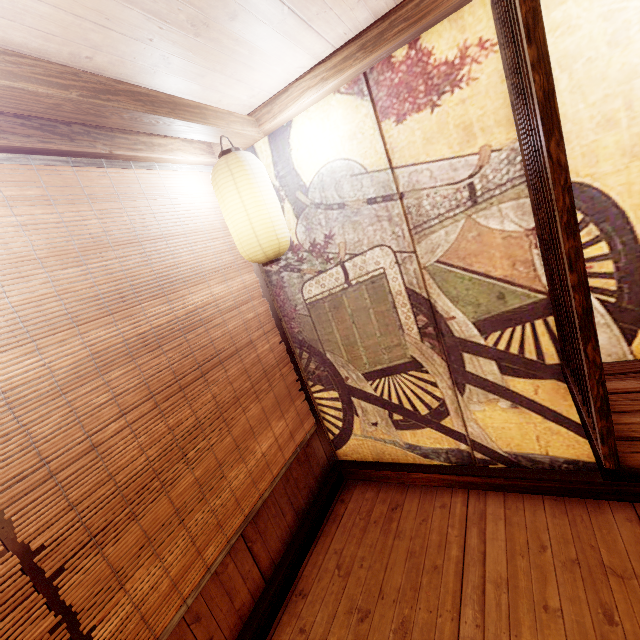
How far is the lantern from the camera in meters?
3.3

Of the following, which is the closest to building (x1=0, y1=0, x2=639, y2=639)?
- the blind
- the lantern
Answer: the blind

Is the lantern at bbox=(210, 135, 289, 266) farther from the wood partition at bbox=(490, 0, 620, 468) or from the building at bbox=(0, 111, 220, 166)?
the wood partition at bbox=(490, 0, 620, 468)

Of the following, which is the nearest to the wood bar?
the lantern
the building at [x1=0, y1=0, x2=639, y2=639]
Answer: the building at [x1=0, y1=0, x2=639, y2=639]

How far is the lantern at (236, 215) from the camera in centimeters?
326cm

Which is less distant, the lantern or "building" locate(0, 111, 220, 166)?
"building" locate(0, 111, 220, 166)

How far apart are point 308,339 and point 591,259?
3.4 meters

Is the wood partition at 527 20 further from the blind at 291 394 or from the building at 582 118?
the blind at 291 394
